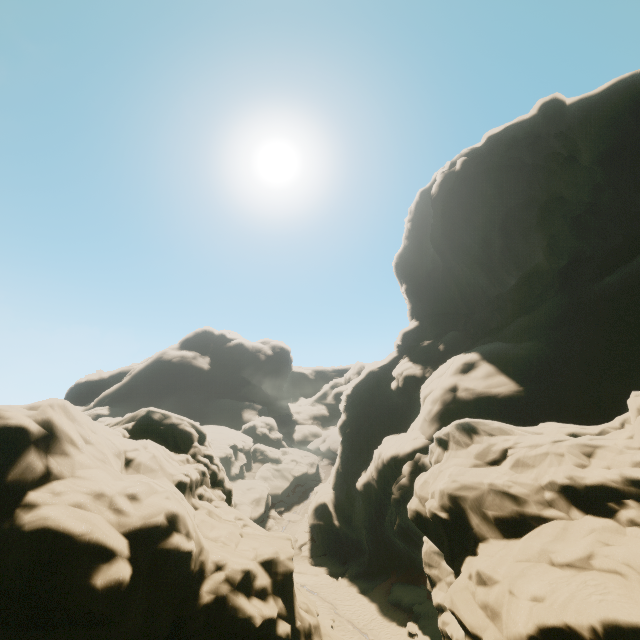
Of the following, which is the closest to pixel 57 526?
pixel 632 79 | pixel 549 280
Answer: pixel 549 280
